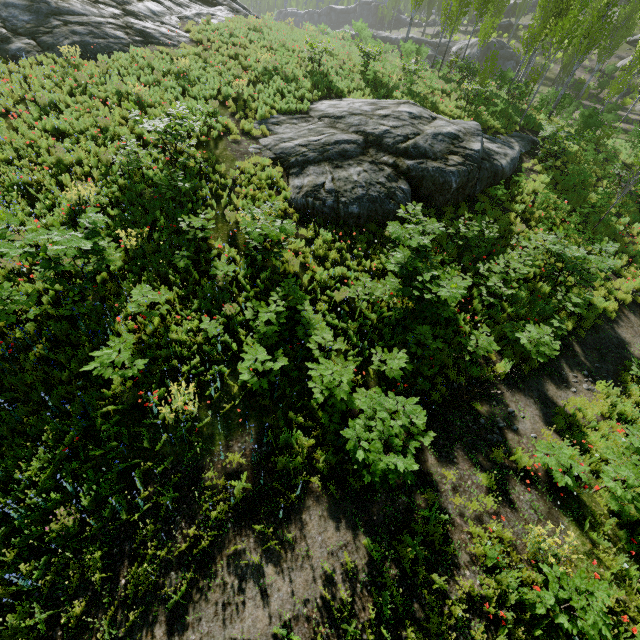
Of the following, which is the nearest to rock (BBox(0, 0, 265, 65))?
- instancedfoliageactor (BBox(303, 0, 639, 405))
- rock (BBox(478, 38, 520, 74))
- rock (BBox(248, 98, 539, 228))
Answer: rock (BBox(248, 98, 539, 228))

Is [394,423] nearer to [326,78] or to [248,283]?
[248,283]

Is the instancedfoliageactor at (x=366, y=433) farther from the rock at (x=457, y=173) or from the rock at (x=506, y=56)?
the rock at (x=457, y=173)

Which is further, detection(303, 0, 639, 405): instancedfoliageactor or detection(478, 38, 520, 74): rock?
detection(478, 38, 520, 74): rock

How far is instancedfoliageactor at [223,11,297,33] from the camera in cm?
2059

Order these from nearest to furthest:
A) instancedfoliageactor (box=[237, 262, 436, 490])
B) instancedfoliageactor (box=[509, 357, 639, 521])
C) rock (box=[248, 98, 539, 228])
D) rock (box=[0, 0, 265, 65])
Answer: instancedfoliageactor (box=[237, 262, 436, 490]) < instancedfoliageactor (box=[509, 357, 639, 521]) < rock (box=[248, 98, 539, 228]) < rock (box=[0, 0, 265, 65])

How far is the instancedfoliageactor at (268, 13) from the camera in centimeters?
2059cm
